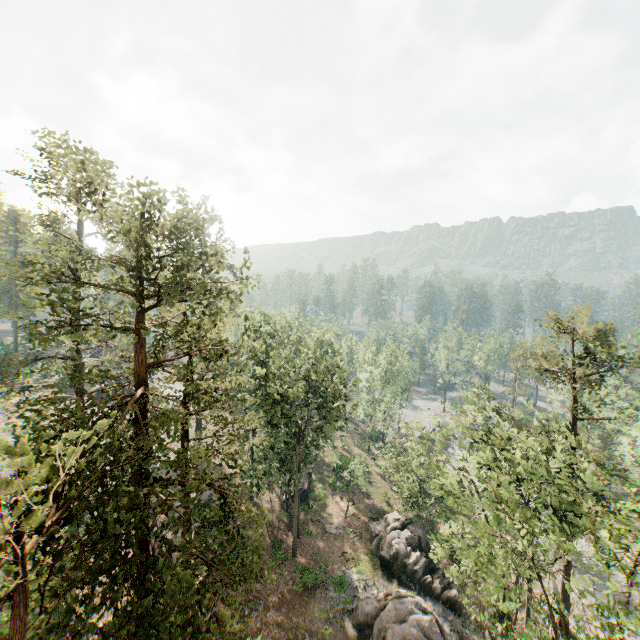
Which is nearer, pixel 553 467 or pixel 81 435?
pixel 81 435

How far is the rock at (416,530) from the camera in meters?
27.5 m

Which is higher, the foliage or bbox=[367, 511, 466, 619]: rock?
the foliage

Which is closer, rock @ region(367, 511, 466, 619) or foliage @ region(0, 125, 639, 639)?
foliage @ region(0, 125, 639, 639)

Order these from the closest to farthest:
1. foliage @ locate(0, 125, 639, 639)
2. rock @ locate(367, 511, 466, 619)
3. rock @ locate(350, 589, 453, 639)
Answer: foliage @ locate(0, 125, 639, 639) < rock @ locate(350, 589, 453, 639) < rock @ locate(367, 511, 466, 619)

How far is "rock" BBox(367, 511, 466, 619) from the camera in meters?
27.5 m

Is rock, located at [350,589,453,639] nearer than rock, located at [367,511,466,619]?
Yes

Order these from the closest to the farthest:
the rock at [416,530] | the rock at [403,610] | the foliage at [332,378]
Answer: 1. the foliage at [332,378]
2. the rock at [403,610]
3. the rock at [416,530]
